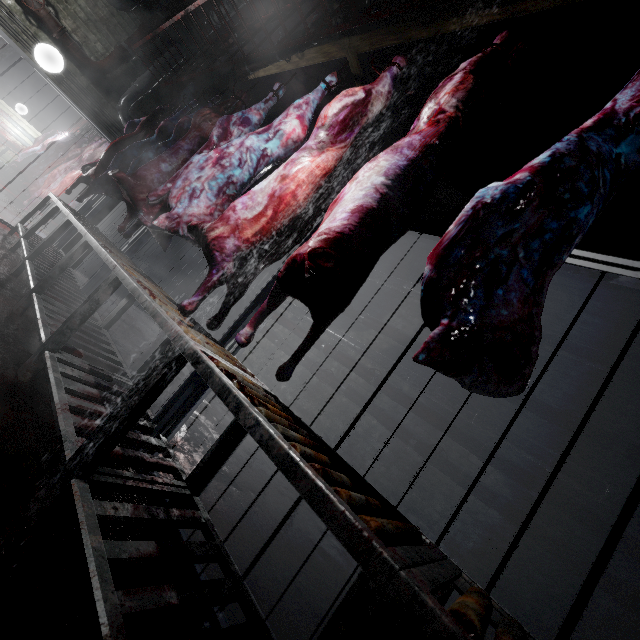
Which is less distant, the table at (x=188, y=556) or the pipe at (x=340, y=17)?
the table at (x=188, y=556)

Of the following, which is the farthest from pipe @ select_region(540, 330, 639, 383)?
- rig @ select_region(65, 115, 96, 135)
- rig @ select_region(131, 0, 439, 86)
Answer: rig @ select_region(65, 115, 96, 135)

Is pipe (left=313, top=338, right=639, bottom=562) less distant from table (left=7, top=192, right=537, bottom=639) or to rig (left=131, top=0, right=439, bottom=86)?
table (left=7, top=192, right=537, bottom=639)

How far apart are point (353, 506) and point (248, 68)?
6.08m

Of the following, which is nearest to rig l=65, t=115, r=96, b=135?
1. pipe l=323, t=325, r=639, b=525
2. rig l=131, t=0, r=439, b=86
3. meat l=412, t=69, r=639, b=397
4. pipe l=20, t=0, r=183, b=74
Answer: pipe l=20, t=0, r=183, b=74

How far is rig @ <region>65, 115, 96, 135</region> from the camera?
7.96m

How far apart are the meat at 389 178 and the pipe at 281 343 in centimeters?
317cm

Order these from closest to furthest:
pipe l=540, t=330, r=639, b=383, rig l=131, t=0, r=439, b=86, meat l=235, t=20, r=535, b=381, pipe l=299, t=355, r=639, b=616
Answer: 1. meat l=235, t=20, r=535, b=381
2. rig l=131, t=0, r=439, b=86
3. pipe l=299, t=355, r=639, b=616
4. pipe l=540, t=330, r=639, b=383
